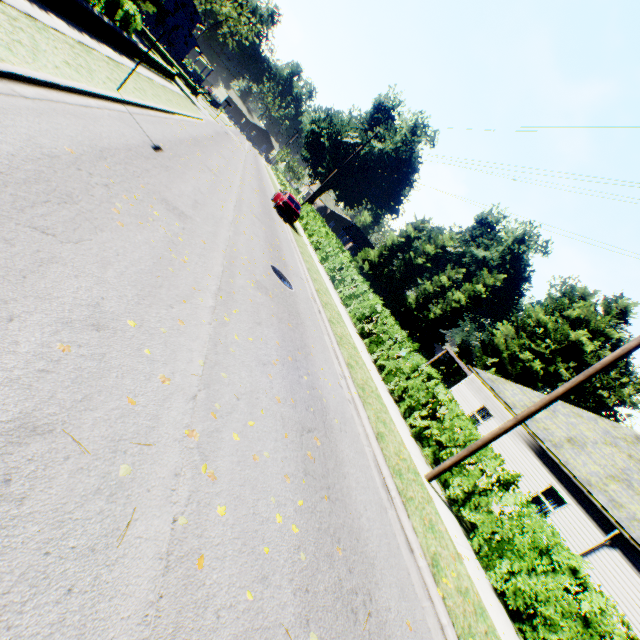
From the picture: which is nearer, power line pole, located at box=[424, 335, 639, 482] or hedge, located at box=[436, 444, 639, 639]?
hedge, located at box=[436, 444, 639, 639]

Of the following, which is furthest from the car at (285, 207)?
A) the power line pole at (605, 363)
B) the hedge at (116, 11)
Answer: the power line pole at (605, 363)

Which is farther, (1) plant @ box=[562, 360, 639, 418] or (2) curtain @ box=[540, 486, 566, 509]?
(1) plant @ box=[562, 360, 639, 418]

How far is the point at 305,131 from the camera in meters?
54.6 m

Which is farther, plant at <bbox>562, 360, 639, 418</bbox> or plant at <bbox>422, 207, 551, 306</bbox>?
plant at <bbox>422, 207, 551, 306</bbox>

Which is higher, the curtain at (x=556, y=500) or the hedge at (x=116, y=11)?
the curtain at (x=556, y=500)

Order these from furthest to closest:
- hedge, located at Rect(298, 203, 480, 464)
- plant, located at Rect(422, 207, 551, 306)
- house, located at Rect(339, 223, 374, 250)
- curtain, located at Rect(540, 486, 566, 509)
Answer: house, located at Rect(339, 223, 374, 250)
plant, located at Rect(422, 207, 551, 306)
curtain, located at Rect(540, 486, 566, 509)
hedge, located at Rect(298, 203, 480, 464)

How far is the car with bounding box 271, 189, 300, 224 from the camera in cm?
2358
